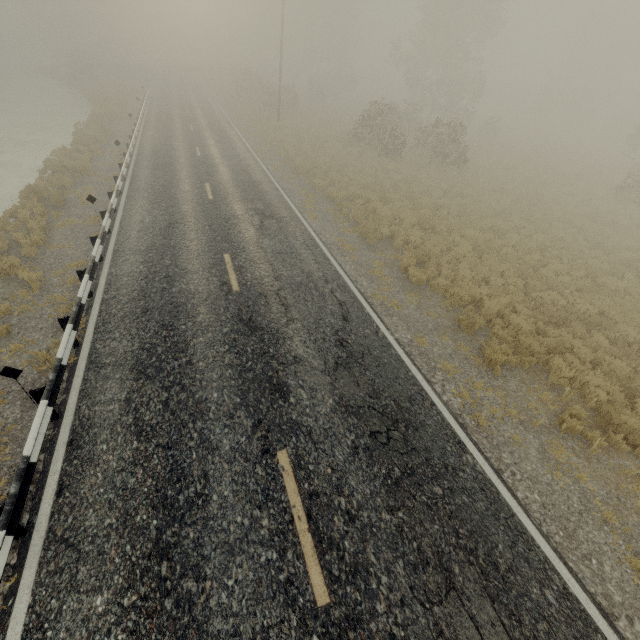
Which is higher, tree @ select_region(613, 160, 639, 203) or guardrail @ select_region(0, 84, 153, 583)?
tree @ select_region(613, 160, 639, 203)

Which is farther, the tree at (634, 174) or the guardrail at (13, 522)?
the tree at (634, 174)

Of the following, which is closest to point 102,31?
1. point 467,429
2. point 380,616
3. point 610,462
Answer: point 467,429

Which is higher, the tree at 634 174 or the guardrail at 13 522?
the tree at 634 174

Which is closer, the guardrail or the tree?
the guardrail
